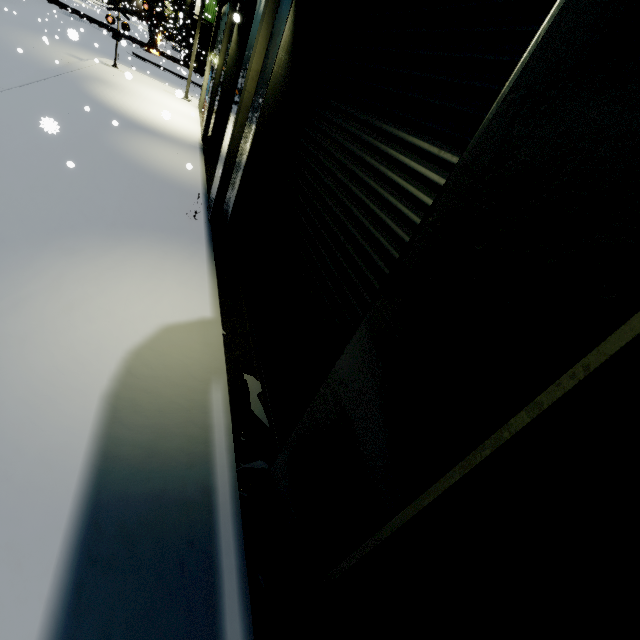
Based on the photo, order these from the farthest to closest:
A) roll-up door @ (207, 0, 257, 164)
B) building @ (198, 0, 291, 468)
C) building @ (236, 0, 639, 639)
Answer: roll-up door @ (207, 0, 257, 164) → building @ (198, 0, 291, 468) → building @ (236, 0, 639, 639)

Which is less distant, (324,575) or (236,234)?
(324,575)

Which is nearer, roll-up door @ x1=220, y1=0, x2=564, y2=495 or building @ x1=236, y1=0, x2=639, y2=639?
building @ x1=236, y1=0, x2=639, y2=639

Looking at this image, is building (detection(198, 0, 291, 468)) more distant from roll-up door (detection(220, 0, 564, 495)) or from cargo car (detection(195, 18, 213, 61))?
cargo car (detection(195, 18, 213, 61))

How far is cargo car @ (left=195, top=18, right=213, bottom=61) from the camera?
38.0m

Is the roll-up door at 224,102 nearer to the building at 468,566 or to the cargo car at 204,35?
the building at 468,566

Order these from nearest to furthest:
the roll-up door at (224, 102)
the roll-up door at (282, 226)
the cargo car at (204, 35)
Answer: the roll-up door at (282, 226) → the roll-up door at (224, 102) → the cargo car at (204, 35)
